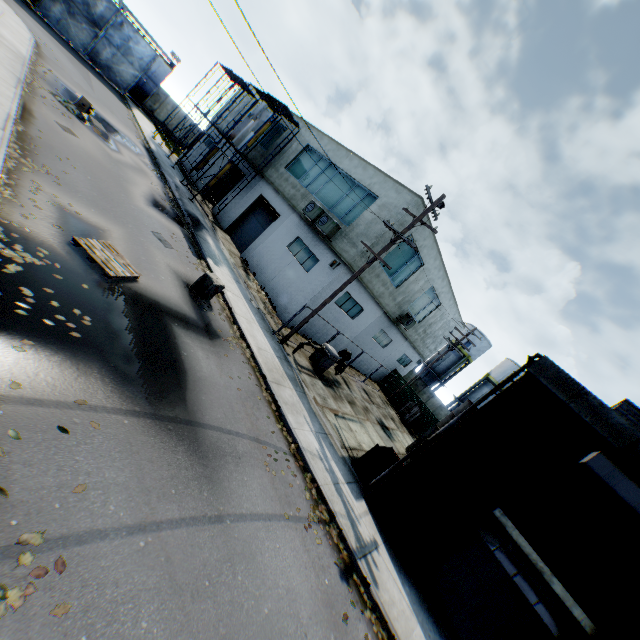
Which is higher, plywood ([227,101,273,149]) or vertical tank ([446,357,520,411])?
vertical tank ([446,357,520,411])

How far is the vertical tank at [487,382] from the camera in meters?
36.5 m

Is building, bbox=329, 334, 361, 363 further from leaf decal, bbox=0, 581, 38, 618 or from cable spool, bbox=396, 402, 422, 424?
leaf decal, bbox=0, 581, 38, 618

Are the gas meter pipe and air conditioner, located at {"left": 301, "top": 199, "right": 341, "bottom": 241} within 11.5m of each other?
yes

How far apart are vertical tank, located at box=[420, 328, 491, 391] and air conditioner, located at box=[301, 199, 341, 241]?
28.3 meters

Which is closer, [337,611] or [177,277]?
[337,611]

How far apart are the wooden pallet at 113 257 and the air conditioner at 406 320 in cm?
1785

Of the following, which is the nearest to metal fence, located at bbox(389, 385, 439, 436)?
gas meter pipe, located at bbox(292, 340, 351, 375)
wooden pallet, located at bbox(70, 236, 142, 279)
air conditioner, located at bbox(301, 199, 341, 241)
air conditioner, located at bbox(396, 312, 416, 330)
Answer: wooden pallet, located at bbox(70, 236, 142, 279)
